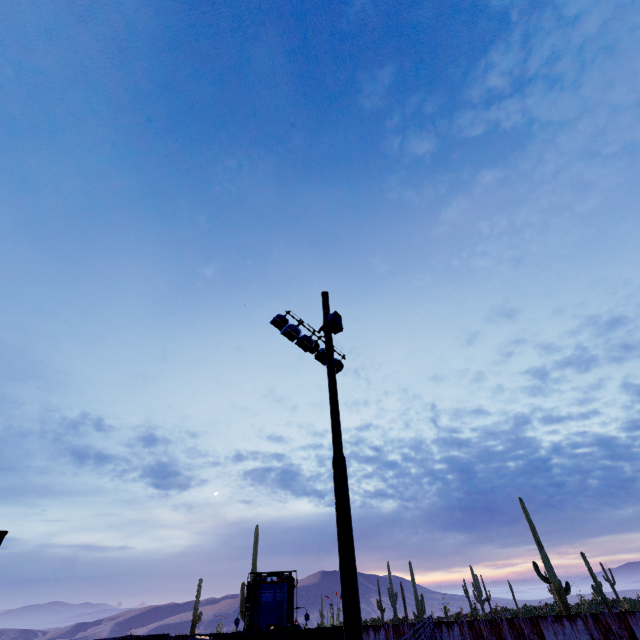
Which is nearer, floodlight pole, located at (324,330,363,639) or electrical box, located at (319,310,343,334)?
floodlight pole, located at (324,330,363,639)

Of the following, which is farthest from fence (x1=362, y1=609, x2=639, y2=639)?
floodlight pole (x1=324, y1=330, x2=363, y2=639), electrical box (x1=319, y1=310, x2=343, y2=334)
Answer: electrical box (x1=319, y1=310, x2=343, y2=334)

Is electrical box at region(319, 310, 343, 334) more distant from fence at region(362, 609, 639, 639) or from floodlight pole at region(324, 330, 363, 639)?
fence at region(362, 609, 639, 639)

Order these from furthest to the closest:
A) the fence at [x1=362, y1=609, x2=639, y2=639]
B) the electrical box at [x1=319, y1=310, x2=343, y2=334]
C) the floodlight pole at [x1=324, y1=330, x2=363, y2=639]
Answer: the fence at [x1=362, y1=609, x2=639, y2=639]
the electrical box at [x1=319, y1=310, x2=343, y2=334]
the floodlight pole at [x1=324, y1=330, x2=363, y2=639]

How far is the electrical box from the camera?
10.0 meters

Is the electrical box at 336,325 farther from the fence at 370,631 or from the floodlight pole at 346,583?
the fence at 370,631

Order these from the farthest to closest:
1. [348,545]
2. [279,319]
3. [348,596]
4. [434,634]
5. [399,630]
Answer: [399,630] < [434,634] < [279,319] < [348,545] < [348,596]
